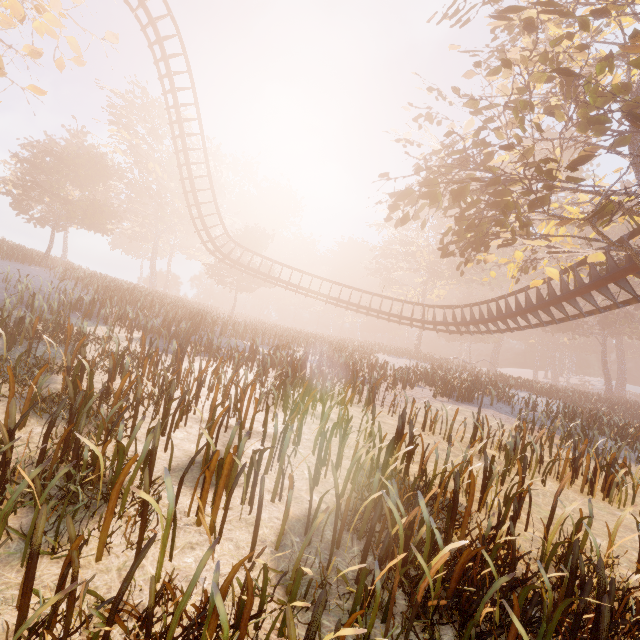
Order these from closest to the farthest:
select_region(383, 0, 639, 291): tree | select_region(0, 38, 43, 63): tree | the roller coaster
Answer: select_region(0, 38, 43, 63): tree, select_region(383, 0, 639, 291): tree, the roller coaster

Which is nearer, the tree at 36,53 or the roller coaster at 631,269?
the tree at 36,53

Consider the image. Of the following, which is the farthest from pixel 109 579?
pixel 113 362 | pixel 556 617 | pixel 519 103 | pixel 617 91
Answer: pixel 617 91

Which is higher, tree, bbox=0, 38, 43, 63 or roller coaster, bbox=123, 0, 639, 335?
tree, bbox=0, 38, 43, 63

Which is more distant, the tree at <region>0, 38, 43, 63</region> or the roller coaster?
the roller coaster

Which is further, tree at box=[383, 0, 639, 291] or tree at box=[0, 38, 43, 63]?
tree at box=[383, 0, 639, 291]

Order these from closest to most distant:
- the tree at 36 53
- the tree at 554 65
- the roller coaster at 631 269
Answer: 1. the tree at 36 53
2. the tree at 554 65
3. the roller coaster at 631 269
